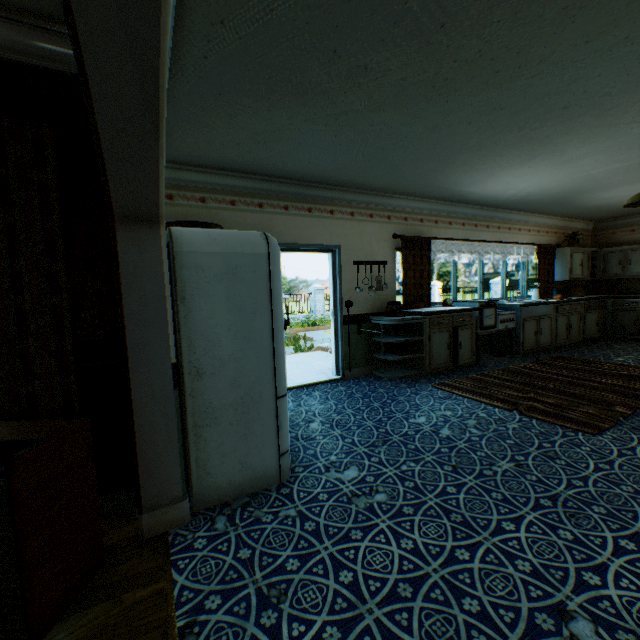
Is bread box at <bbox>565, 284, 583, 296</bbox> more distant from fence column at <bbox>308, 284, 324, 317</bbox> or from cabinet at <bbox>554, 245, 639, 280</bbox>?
fence column at <bbox>308, 284, 324, 317</bbox>

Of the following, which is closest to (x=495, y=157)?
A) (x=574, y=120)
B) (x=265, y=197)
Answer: (x=574, y=120)

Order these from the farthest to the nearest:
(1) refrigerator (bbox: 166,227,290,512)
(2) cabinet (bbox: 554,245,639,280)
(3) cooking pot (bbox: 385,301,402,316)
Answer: (2) cabinet (bbox: 554,245,639,280)
(3) cooking pot (bbox: 385,301,402,316)
(1) refrigerator (bbox: 166,227,290,512)

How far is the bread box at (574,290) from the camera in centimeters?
859cm

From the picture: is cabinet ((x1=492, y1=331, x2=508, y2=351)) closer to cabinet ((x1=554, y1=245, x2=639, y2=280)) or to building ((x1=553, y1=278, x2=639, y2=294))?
building ((x1=553, y1=278, x2=639, y2=294))

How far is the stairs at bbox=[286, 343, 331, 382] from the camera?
5.8 meters

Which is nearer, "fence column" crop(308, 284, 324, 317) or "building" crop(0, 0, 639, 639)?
"building" crop(0, 0, 639, 639)

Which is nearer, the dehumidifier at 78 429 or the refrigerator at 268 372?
the dehumidifier at 78 429
